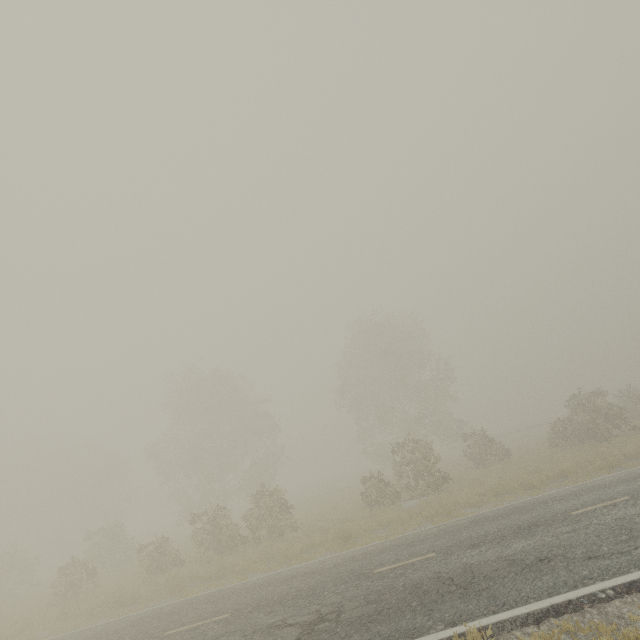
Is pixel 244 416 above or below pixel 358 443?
above
